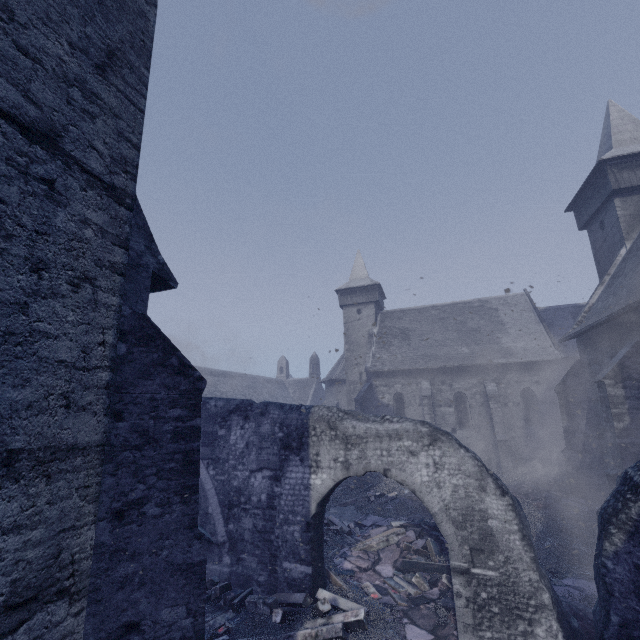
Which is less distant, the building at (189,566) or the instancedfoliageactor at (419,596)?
the building at (189,566)

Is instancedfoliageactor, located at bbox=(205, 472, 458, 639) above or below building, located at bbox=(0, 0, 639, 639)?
below

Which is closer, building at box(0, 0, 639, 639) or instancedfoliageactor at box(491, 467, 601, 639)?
building at box(0, 0, 639, 639)

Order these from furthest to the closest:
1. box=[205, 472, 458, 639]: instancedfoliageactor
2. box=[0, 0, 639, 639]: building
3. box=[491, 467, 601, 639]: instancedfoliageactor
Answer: box=[491, 467, 601, 639]: instancedfoliageactor < box=[205, 472, 458, 639]: instancedfoliageactor < box=[0, 0, 639, 639]: building

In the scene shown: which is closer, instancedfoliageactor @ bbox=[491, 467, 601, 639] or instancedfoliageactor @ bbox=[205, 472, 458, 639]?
instancedfoliageactor @ bbox=[205, 472, 458, 639]

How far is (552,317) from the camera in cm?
2505

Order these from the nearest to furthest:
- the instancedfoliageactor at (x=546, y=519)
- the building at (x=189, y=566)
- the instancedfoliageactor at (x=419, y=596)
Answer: the building at (x=189, y=566), the instancedfoliageactor at (x=419, y=596), the instancedfoliageactor at (x=546, y=519)
